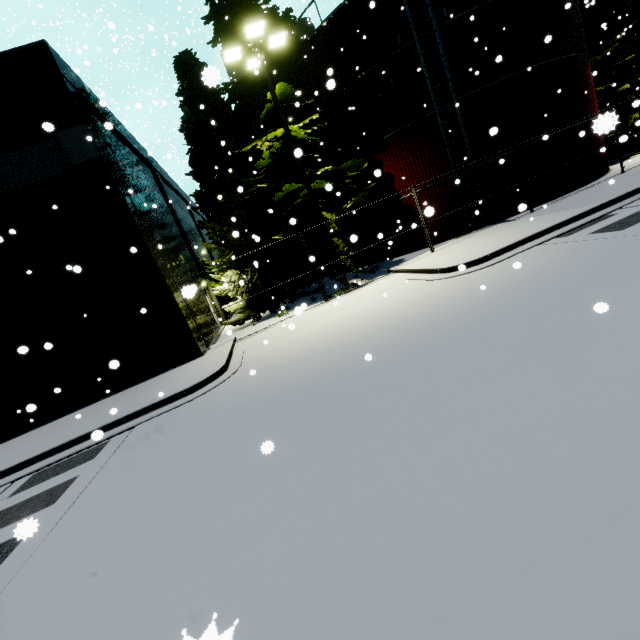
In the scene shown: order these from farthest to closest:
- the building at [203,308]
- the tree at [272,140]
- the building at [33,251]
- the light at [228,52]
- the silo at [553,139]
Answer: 1. the silo at [553,139]
2. the tree at [272,140]
3. the light at [228,52]
4. the building at [33,251]
5. the building at [203,308]

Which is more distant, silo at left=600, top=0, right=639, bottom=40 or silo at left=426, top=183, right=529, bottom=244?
silo at left=600, top=0, right=639, bottom=40

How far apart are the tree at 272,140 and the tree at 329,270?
6.7 meters

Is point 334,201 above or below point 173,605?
above

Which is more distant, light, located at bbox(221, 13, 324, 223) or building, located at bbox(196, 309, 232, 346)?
building, located at bbox(196, 309, 232, 346)

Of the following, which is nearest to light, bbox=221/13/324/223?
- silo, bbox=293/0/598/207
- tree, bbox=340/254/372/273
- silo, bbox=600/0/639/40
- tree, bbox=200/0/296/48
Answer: tree, bbox=200/0/296/48

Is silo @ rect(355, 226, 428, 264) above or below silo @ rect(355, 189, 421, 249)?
below

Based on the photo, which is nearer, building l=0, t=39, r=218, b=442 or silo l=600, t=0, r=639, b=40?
building l=0, t=39, r=218, b=442
